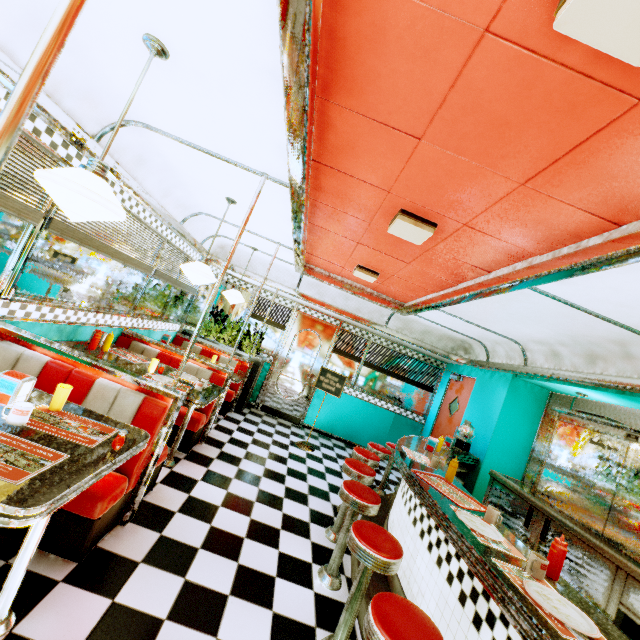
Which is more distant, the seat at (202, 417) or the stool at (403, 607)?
the seat at (202, 417)

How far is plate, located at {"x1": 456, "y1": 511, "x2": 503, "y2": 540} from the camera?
2.1 meters

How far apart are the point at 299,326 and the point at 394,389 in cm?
278

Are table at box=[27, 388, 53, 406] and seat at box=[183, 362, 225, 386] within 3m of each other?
yes

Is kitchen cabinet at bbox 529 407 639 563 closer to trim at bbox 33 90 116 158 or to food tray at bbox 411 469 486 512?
trim at bbox 33 90 116 158

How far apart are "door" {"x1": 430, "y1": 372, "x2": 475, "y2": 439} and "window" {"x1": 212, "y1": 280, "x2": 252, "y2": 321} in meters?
5.0

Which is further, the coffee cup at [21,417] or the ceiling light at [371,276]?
the ceiling light at [371,276]

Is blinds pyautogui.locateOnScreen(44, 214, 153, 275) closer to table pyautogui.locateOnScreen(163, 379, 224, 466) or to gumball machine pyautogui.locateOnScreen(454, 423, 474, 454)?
Result: table pyautogui.locateOnScreen(163, 379, 224, 466)
